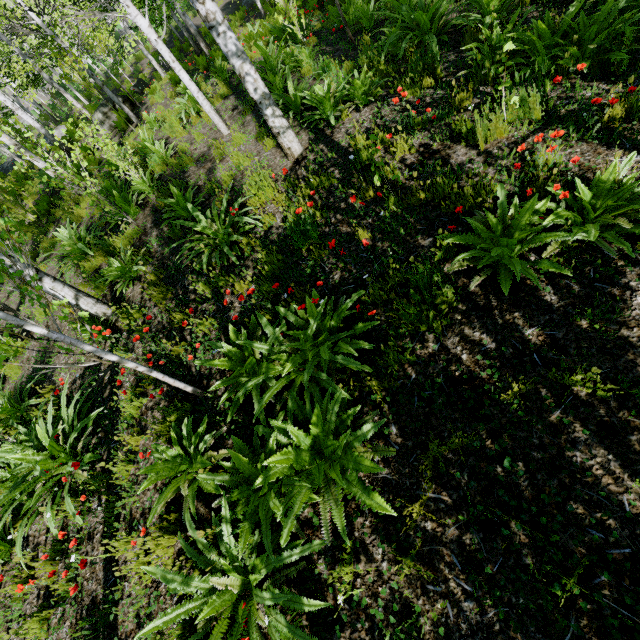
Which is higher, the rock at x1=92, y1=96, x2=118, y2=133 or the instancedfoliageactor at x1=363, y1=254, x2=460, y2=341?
the rock at x1=92, y1=96, x2=118, y2=133

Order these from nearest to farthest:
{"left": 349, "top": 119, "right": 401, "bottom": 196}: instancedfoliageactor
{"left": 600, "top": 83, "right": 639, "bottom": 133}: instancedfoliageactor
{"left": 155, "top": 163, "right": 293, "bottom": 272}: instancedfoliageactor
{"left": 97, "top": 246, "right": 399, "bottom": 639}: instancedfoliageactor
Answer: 1. {"left": 97, "top": 246, "right": 399, "bottom": 639}: instancedfoliageactor
2. {"left": 600, "top": 83, "right": 639, "bottom": 133}: instancedfoliageactor
3. {"left": 349, "top": 119, "right": 401, "bottom": 196}: instancedfoliageactor
4. {"left": 155, "top": 163, "right": 293, "bottom": 272}: instancedfoliageactor

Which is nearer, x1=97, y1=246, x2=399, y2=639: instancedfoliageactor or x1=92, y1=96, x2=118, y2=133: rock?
Result: x1=97, y1=246, x2=399, y2=639: instancedfoliageactor

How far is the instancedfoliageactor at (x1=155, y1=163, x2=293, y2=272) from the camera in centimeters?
463cm

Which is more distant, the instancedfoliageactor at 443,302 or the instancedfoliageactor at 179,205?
the instancedfoliageactor at 179,205

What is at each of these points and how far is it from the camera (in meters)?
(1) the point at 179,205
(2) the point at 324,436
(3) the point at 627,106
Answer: (1) instancedfoliageactor, 5.86
(2) instancedfoliageactor, 2.44
(3) instancedfoliageactor, 3.25

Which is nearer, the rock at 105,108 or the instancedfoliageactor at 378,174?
the instancedfoliageactor at 378,174

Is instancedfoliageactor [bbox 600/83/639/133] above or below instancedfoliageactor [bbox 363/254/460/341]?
below
